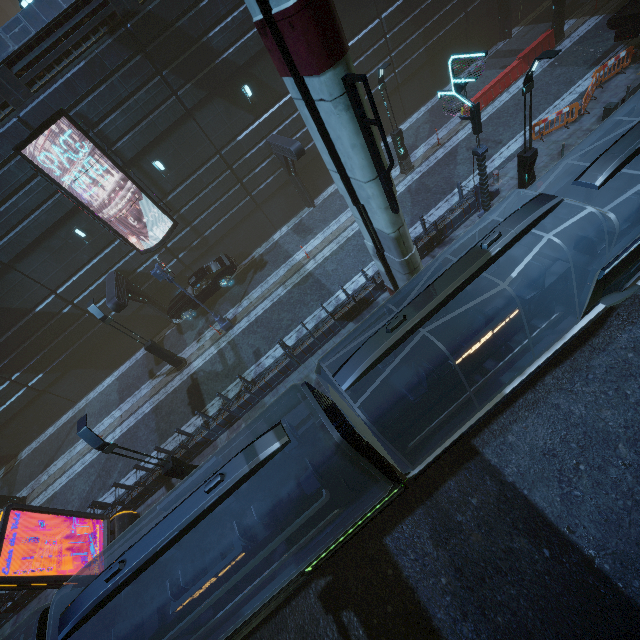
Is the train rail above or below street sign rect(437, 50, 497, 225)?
below

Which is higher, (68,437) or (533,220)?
(533,220)

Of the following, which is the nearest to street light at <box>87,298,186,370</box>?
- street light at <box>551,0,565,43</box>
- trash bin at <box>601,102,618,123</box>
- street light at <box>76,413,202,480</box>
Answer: street light at <box>76,413,202,480</box>

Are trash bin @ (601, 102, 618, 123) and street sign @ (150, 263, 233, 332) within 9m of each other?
no

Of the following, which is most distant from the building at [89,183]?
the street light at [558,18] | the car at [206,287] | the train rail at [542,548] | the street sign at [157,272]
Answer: the street sign at [157,272]

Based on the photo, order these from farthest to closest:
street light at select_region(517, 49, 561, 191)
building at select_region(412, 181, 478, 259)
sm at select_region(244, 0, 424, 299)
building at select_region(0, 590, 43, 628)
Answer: building at select_region(412, 181, 478, 259)
building at select_region(0, 590, 43, 628)
street light at select_region(517, 49, 561, 191)
sm at select_region(244, 0, 424, 299)

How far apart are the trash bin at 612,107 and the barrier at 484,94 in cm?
681

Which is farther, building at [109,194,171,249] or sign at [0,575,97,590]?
building at [109,194,171,249]
